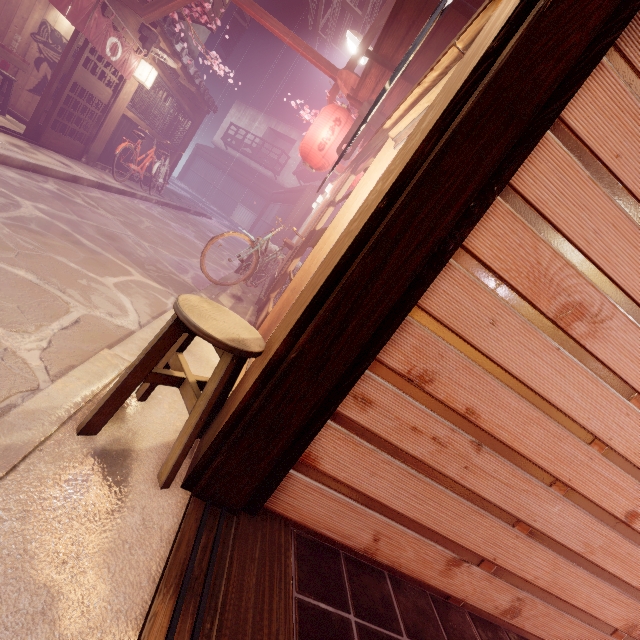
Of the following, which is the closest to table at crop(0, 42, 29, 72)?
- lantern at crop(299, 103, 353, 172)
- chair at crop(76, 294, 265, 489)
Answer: lantern at crop(299, 103, 353, 172)

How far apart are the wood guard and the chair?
9.72m

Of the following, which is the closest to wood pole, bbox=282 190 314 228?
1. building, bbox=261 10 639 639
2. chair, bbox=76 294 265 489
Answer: chair, bbox=76 294 265 489

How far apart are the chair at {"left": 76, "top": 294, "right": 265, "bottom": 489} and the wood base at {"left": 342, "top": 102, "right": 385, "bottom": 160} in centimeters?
761cm

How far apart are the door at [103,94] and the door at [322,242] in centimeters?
987cm

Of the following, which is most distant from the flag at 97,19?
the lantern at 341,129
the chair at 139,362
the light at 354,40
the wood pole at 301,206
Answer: the wood pole at 301,206

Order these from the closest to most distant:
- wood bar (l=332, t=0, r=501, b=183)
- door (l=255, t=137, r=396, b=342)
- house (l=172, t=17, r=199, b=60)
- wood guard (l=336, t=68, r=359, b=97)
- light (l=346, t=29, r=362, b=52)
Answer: wood bar (l=332, t=0, r=501, b=183), door (l=255, t=137, r=396, b=342), wood guard (l=336, t=68, r=359, b=97), light (l=346, t=29, r=362, b=52), house (l=172, t=17, r=199, b=60)

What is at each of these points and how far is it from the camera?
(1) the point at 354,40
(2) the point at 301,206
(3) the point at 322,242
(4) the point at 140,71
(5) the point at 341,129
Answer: (1) light, 12.1 meters
(2) wood pole, 22.8 meters
(3) door, 6.7 meters
(4) light, 12.8 meters
(5) lantern, 10.2 meters
